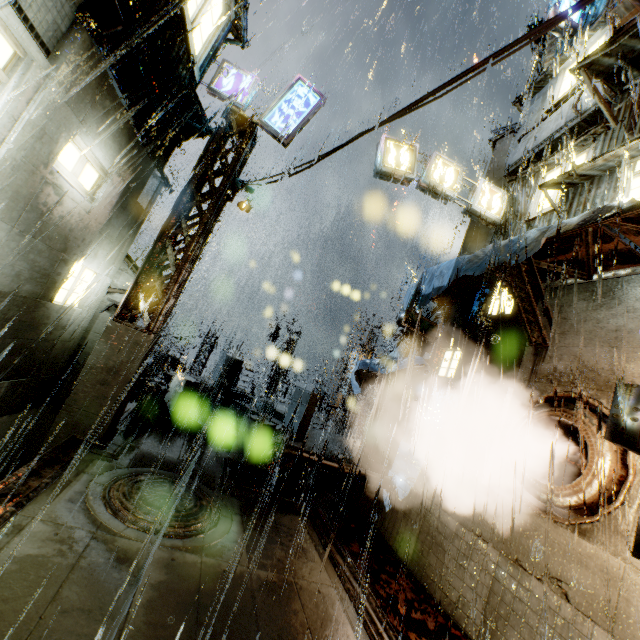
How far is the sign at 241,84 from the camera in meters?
10.5 m

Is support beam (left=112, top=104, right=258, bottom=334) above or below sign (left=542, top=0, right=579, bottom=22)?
below

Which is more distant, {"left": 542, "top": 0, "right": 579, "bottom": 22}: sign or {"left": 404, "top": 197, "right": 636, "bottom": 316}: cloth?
{"left": 542, "top": 0, "right": 579, "bottom": 22}: sign

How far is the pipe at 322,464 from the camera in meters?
9.4 m

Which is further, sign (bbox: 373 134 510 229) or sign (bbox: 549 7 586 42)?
sign (bbox: 549 7 586 42)

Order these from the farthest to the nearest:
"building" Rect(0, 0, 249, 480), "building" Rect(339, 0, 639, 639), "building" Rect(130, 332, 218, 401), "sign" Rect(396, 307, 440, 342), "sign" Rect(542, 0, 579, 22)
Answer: "building" Rect(130, 332, 218, 401)
"sign" Rect(542, 0, 579, 22)
"sign" Rect(396, 307, 440, 342)
"building" Rect(339, 0, 639, 639)
"building" Rect(0, 0, 249, 480)

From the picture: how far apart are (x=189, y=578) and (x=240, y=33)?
14.9 meters

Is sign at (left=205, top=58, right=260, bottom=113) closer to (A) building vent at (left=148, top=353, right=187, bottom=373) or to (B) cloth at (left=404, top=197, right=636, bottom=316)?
(B) cloth at (left=404, top=197, right=636, bottom=316)
